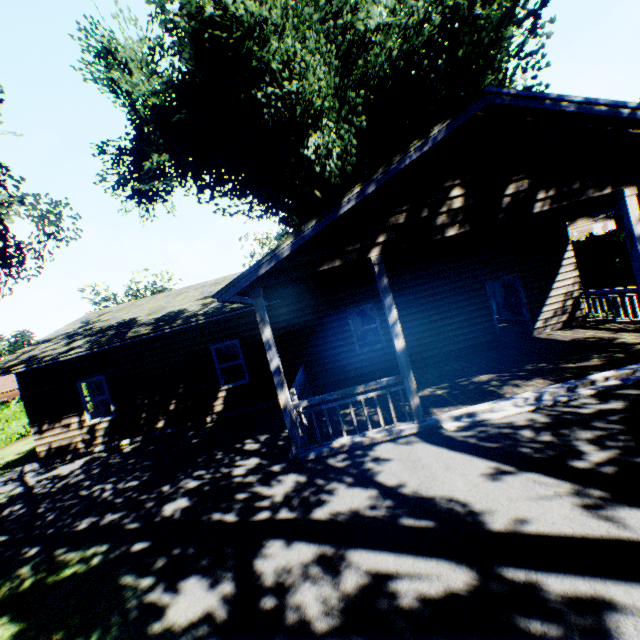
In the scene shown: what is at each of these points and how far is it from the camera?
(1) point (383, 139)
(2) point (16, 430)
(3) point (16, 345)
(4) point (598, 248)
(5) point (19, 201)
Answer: (1) plant, 21.8m
(2) hedge, 19.9m
(3) tree, 59.2m
(4) hedge, 15.9m
(5) plant, 17.0m

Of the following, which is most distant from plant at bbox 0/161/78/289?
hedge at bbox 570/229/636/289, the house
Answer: hedge at bbox 570/229/636/289

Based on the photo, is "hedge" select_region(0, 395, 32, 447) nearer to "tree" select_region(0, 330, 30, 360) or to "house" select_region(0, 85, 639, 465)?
"tree" select_region(0, 330, 30, 360)

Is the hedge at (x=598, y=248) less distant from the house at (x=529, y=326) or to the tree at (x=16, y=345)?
the tree at (x=16, y=345)

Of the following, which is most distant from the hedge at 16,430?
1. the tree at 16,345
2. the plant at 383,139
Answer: the plant at 383,139

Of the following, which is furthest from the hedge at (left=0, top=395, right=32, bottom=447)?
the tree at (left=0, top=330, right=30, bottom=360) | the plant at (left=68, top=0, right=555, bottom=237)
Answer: the plant at (left=68, top=0, right=555, bottom=237)

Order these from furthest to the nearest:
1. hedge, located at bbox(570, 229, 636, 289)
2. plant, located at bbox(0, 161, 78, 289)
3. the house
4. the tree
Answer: the tree → plant, located at bbox(0, 161, 78, 289) → hedge, located at bbox(570, 229, 636, 289) → the house
